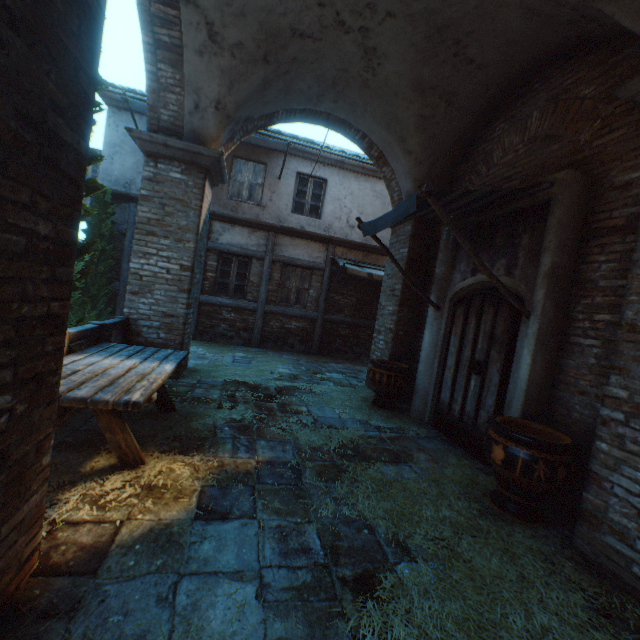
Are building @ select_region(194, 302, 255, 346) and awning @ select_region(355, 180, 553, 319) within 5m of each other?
no

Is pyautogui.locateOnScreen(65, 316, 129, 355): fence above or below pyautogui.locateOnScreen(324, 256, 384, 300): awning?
below

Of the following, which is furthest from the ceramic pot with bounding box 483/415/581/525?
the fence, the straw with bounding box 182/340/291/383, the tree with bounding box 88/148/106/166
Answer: the tree with bounding box 88/148/106/166

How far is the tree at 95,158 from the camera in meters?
5.0

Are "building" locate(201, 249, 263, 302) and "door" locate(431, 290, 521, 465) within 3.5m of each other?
no

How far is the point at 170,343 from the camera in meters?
5.7

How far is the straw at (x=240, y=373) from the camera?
6.4 meters

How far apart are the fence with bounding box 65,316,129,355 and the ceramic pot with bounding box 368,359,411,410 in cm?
430
